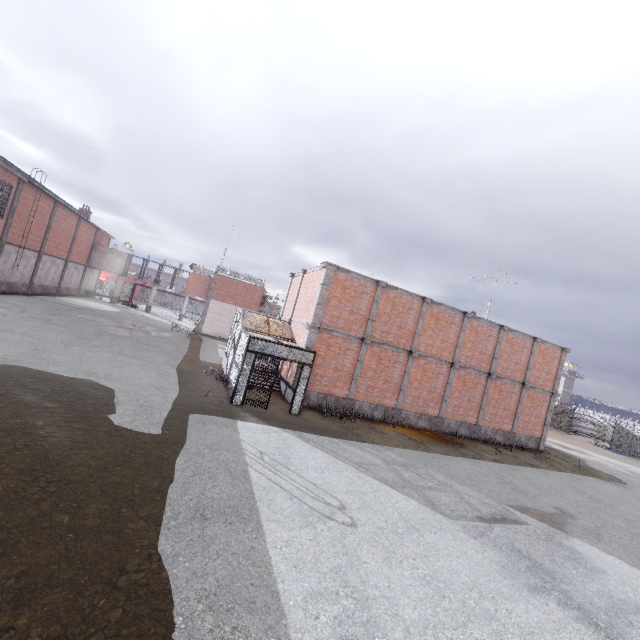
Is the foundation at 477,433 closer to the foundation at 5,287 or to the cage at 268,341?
the cage at 268,341

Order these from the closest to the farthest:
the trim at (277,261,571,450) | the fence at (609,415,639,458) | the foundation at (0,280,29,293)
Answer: the trim at (277,261,571,450), the foundation at (0,280,29,293), the fence at (609,415,639,458)

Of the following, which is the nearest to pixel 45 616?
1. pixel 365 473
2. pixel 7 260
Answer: pixel 365 473

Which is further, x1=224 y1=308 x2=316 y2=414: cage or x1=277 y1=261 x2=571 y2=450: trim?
x1=277 y1=261 x2=571 y2=450: trim

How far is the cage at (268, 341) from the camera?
13.27m

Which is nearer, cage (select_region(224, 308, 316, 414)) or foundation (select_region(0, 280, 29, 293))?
cage (select_region(224, 308, 316, 414))

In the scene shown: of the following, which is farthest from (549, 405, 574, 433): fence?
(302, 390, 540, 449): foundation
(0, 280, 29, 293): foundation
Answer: (0, 280, 29, 293): foundation

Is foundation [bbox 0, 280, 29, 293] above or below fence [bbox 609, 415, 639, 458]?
below
